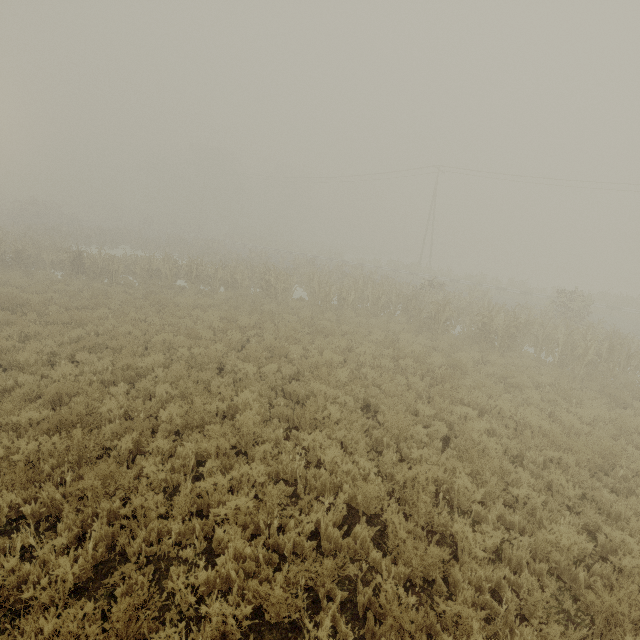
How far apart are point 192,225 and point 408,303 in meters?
52.4
